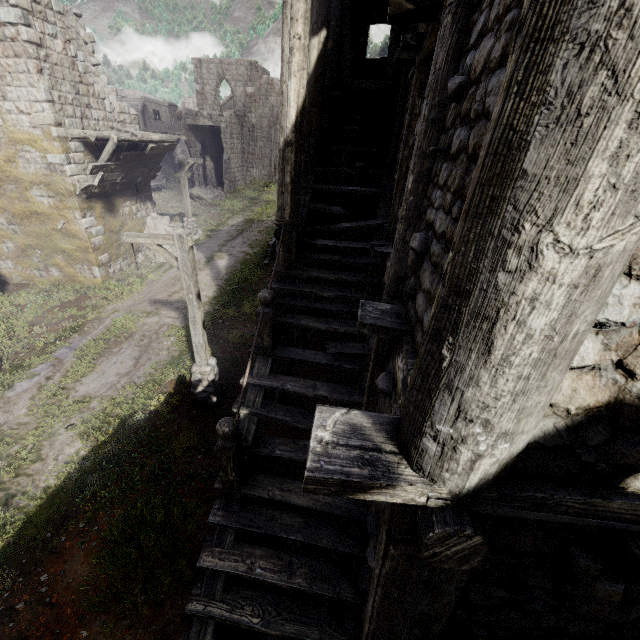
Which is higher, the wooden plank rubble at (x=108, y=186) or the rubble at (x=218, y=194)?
the wooden plank rubble at (x=108, y=186)

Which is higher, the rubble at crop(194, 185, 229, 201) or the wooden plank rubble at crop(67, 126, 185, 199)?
the wooden plank rubble at crop(67, 126, 185, 199)

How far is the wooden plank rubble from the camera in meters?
12.8

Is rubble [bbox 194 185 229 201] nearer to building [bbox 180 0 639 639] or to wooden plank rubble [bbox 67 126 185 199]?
building [bbox 180 0 639 639]

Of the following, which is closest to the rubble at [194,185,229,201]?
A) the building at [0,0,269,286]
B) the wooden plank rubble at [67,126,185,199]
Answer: the building at [0,0,269,286]

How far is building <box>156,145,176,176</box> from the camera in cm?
3853

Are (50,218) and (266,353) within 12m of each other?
no

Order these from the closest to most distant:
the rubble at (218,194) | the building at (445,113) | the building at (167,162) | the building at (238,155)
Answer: the building at (445,113)
the building at (238,155)
the rubble at (218,194)
the building at (167,162)
